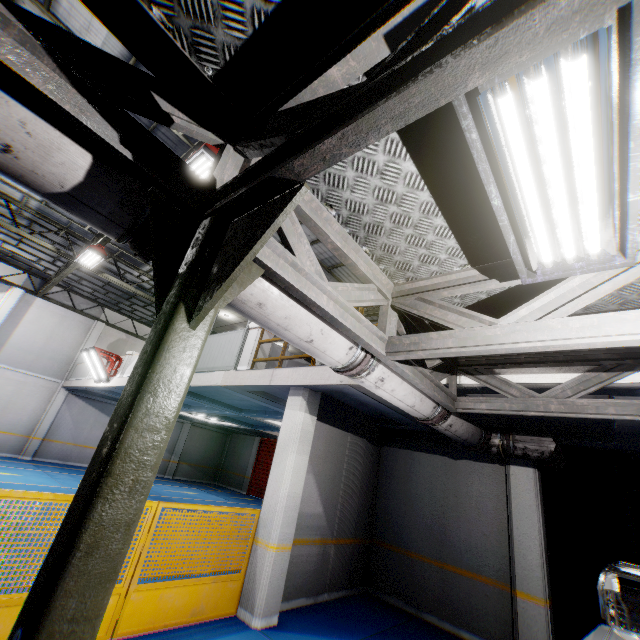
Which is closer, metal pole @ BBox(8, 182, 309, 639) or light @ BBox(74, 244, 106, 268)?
metal pole @ BBox(8, 182, 309, 639)

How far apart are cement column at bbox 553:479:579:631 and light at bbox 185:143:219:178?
12.4m

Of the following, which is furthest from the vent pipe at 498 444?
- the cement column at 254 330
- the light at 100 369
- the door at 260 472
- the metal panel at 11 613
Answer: the door at 260 472

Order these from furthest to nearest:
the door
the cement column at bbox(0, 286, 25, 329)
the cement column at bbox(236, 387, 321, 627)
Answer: the door
the cement column at bbox(0, 286, 25, 329)
the cement column at bbox(236, 387, 321, 627)

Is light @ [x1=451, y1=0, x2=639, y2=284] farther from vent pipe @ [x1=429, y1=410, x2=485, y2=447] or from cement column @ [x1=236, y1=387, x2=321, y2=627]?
cement column @ [x1=236, y1=387, x2=321, y2=627]

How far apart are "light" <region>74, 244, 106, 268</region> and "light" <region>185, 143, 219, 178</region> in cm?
568

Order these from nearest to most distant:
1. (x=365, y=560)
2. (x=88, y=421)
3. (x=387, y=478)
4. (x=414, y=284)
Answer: (x=414, y=284)
(x=365, y=560)
(x=387, y=478)
(x=88, y=421)

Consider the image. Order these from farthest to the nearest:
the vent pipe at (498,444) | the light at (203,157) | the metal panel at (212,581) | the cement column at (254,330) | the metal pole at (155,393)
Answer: the cement column at (254,330) < the light at (203,157) < the vent pipe at (498,444) < the metal panel at (212,581) < the metal pole at (155,393)
